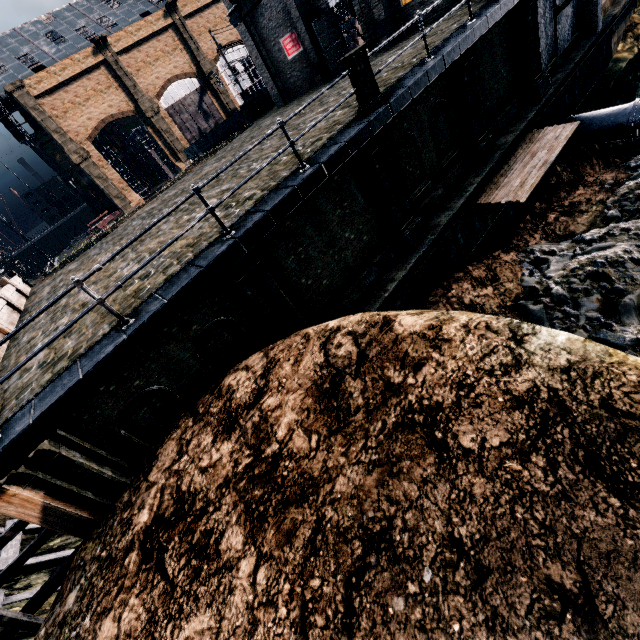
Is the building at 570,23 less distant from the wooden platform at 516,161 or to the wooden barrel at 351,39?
the wooden barrel at 351,39

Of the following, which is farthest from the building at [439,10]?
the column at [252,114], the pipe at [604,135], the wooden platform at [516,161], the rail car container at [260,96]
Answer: the rail car container at [260,96]

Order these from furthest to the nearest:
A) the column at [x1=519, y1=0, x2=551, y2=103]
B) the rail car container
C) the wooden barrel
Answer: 1. the rail car container
2. the wooden barrel
3. the column at [x1=519, y1=0, x2=551, y2=103]

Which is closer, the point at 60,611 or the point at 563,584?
the point at 563,584

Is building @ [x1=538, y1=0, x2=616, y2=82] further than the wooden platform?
Yes

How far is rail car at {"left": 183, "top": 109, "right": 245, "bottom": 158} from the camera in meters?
42.9

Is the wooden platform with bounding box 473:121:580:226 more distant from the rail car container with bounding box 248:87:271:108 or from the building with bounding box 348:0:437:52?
the rail car container with bounding box 248:87:271:108

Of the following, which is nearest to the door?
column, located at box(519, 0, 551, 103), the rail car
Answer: column, located at box(519, 0, 551, 103)
